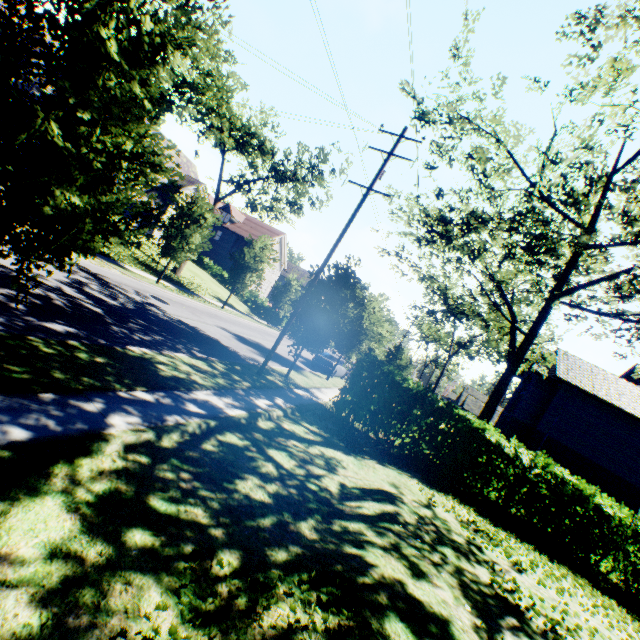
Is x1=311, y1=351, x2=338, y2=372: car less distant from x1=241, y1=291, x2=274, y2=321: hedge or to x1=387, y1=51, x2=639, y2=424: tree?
x1=387, y1=51, x2=639, y2=424: tree

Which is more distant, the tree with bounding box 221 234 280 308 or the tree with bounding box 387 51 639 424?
the tree with bounding box 221 234 280 308

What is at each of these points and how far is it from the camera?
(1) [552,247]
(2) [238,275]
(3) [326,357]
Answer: (1) tree, 10.9 meters
(2) tree, 26.3 meters
(3) car, 24.6 meters

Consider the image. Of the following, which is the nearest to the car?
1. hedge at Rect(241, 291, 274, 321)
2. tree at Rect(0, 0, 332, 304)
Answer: tree at Rect(0, 0, 332, 304)

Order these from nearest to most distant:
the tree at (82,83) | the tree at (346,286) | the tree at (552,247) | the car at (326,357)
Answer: the tree at (82,83), the tree at (552,247), the tree at (346,286), the car at (326,357)

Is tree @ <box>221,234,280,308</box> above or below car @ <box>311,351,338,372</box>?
above

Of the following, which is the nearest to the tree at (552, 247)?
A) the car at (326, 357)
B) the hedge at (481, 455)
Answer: the hedge at (481, 455)

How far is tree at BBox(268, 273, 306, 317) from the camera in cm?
1627
